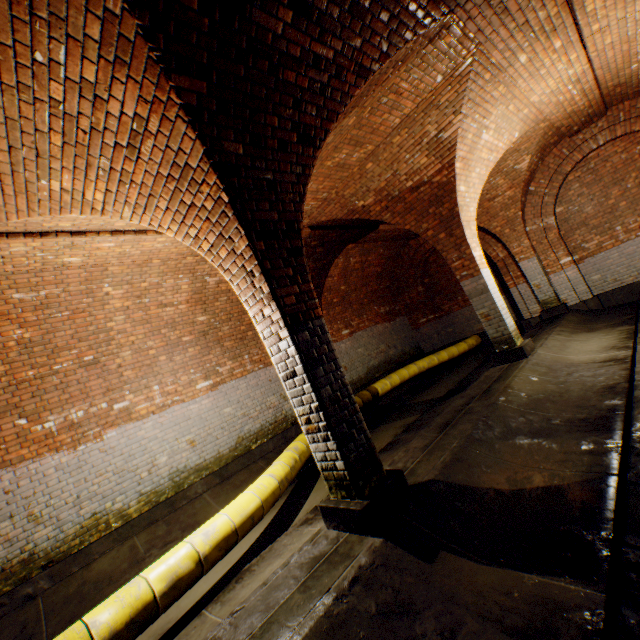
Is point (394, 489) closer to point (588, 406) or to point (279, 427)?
point (588, 406)

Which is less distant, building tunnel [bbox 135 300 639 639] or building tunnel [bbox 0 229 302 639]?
building tunnel [bbox 135 300 639 639]

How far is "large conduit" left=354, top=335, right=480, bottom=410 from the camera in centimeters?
876cm

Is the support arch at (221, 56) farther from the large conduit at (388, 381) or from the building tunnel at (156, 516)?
the large conduit at (388, 381)

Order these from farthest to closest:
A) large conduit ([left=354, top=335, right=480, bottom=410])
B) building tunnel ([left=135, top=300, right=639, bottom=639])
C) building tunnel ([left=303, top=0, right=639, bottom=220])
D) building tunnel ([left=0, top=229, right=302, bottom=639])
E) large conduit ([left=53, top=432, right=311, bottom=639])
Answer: large conduit ([left=354, top=335, right=480, bottom=410])
building tunnel ([left=0, top=229, right=302, bottom=639])
building tunnel ([left=303, top=0, right=639, bottom=220])
large conduit ([left=53, top=432, right=311, bottom=639])
building tunnel ([left=135, top=300, right=639, bottom=639])

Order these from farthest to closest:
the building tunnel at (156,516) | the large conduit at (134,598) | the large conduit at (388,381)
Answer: the large conduit at (388,381) → the building tunnel at (156,516) → the large conduit at (134,598)

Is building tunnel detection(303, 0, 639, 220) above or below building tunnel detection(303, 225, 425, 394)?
above

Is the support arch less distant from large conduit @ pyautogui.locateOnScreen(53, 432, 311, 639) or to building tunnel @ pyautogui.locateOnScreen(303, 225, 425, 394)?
building tunnel @ pyautogui.locateOnScreen(303, 225, 425, 394)
